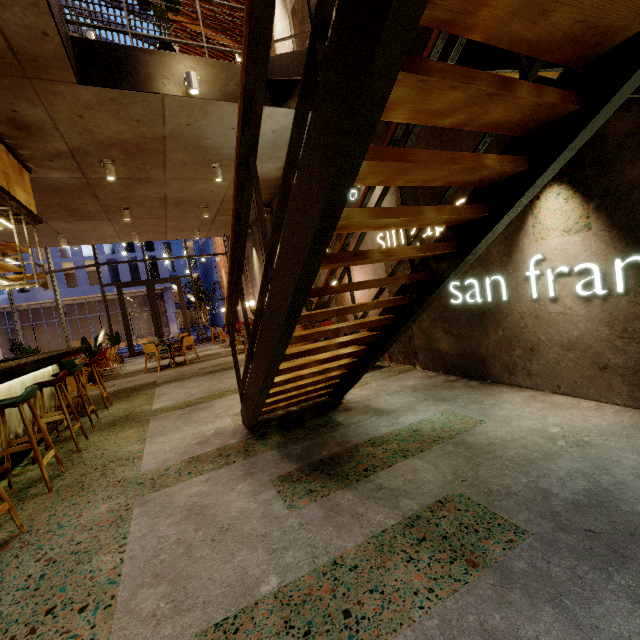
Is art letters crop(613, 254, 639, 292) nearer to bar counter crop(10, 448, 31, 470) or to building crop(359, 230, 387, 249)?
building crop(359, 230, 387, 249)

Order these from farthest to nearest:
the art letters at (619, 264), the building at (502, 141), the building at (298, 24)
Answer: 1. the building at (298, 24)
2. the building at (502, 141)
3. the art letters at (619, 264)

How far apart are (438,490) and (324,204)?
1.99m

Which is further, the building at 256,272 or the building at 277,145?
the building at 256,272

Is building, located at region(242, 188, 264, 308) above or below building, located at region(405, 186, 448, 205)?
above

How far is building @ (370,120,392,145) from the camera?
4.9 meters

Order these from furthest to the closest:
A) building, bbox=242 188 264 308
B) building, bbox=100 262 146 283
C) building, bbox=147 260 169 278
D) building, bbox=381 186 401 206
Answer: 1. building, bbox=147 260 169 278
2. building, bbox=100 262 146 283
3. building, bbox=242 188 264 308
4. building, bbox=381 186 401 206

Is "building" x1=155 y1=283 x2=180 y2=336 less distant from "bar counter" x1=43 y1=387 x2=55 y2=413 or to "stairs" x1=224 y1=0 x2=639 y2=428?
"bar counter" x1=43 y1=387 x2=55 y2=413
